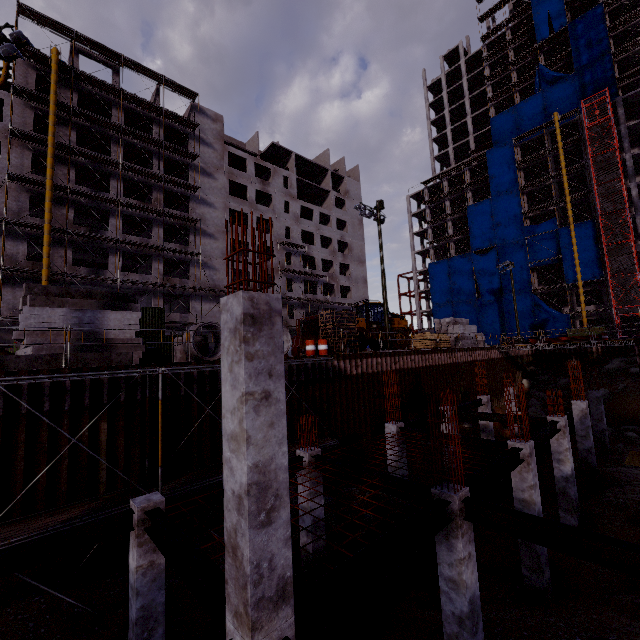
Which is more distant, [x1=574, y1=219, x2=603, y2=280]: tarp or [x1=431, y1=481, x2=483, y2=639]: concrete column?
[x1=574, y1=219, x2=603, y2=280]: tarp

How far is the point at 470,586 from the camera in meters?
6.8 m

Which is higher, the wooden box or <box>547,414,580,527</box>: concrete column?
the wooden box

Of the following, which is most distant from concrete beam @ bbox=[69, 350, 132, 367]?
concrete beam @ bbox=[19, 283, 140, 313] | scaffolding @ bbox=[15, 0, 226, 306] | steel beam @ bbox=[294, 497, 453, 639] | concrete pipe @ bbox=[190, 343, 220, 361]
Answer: steel beam @ bbox=[294, 497, 453, 639]

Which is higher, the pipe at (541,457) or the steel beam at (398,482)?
the steel beam at (398,482)

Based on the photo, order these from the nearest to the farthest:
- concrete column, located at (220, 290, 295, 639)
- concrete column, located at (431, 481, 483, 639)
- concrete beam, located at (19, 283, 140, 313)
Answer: concrete column, located at (220, 290, 295, 639)
concrete column, located at (431, 481, 483, 639)
concrete beam, located at (19, 283, 140, 313)

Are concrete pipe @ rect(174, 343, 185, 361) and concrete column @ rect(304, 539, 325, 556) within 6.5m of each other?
no

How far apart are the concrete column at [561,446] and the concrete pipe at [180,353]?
16.1m
